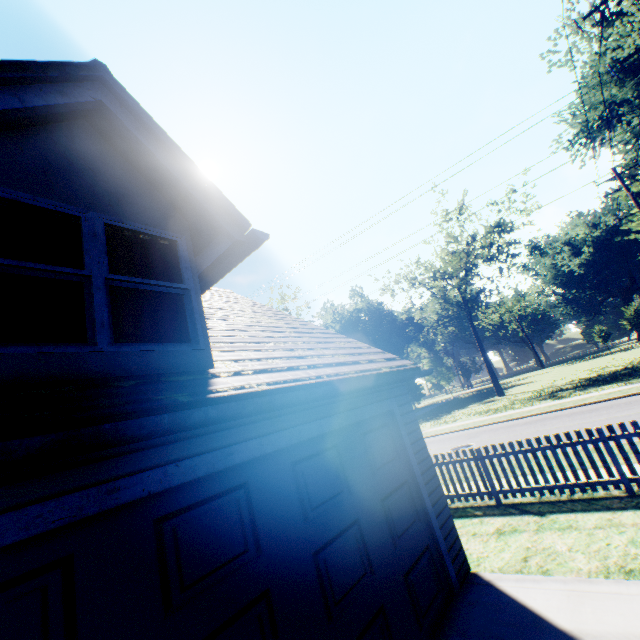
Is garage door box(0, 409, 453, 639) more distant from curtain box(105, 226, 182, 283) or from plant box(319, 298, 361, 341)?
plant box(319, 298, 361, 341)

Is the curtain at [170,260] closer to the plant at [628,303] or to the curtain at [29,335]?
the curtain at [29,335]

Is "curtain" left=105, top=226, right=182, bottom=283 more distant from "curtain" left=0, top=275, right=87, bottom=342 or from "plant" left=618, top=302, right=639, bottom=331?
"plant" left=618, top=302, right=639, bottom=331

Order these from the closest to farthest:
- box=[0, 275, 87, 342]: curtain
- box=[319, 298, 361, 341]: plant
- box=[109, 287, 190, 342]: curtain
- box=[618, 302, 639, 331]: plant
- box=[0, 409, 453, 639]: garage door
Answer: box=[0, 409, 453, 639]: garage door < box=[0, 275, 87, 342]: curtain < box=[109, 287, 190, 342]: curtain < box=[618, 302, 639, 331]: plant < box=[319, 298, 361, 341]: plant

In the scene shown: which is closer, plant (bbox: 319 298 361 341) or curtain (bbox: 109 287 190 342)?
curtain (bbox: 109 287 190 342)

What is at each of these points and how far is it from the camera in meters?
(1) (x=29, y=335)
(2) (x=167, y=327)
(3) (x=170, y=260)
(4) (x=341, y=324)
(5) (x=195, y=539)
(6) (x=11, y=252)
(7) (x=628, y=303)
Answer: (1) curtain, 2.7
(2) curtain, 3.5
(3) curtain, 3.9
(4) plant, 57.4
(5) garage door, 2.6
(6) curtain, 2.7
(7) plant, 49.2

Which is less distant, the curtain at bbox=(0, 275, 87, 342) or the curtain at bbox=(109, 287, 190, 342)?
the curtain at bbox=(0, 275, 87, 342)

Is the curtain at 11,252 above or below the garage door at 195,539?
above
